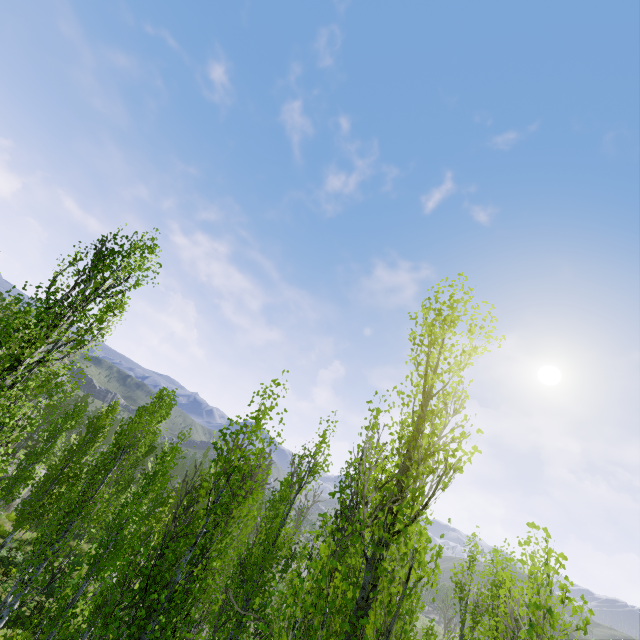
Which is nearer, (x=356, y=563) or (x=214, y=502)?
(x=214, y=502)

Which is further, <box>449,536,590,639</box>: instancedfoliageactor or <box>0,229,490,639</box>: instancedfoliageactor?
<box>0,229,490,639</box>: instancedfoliageactor

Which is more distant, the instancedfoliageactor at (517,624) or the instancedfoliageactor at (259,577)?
the instancedfoliageactor at (259,577)
